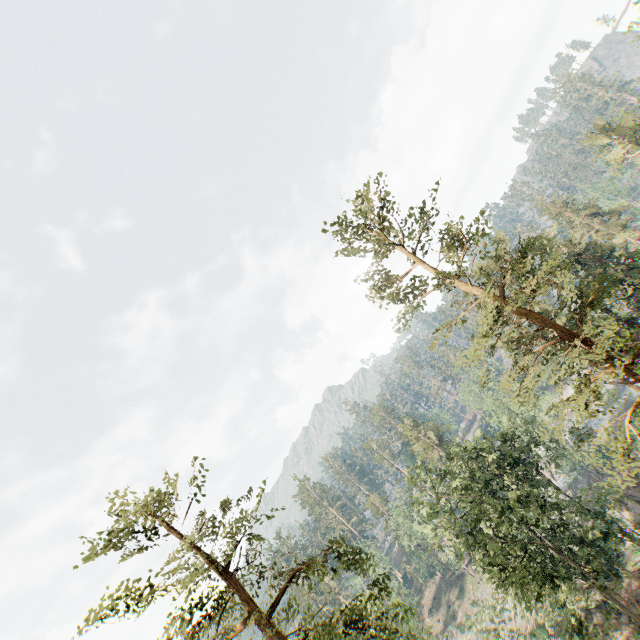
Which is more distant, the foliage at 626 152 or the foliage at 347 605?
the foliage at 626 152

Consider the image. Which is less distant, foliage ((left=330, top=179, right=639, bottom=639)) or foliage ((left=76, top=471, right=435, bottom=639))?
foliage ((left=76, top=471, right=435, bottom=639))

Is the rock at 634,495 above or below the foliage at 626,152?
below

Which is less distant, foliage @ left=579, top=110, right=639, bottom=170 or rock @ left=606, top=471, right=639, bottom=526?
rock @ left=606, top=471, right=639, bottom=526

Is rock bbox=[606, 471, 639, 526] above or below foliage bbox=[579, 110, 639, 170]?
below

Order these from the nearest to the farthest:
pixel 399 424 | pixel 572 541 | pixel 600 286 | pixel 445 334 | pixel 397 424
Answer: pixel 445 334, pixel 572 541, pixel 600 286, pixel 399 424, pixel 397 424

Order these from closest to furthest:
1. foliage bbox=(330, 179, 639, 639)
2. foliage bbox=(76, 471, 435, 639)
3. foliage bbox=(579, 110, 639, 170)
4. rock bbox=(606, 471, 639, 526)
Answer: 1. foliage bbox=(76, 471, 435, 639)
2. foliage bbox=(330, 179, 639, 639)
3. rock bbox=(606, 471, 639, 526)
4. foliage bbox=(579, 110, 639, 170)
